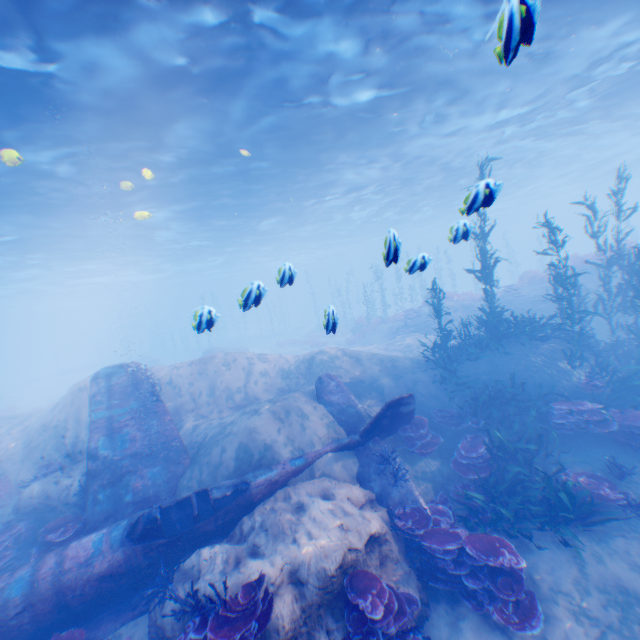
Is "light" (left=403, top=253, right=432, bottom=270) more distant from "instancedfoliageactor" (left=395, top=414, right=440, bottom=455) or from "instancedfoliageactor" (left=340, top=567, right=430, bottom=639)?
"instancedfoliageactor" (left=395, top=414, right=440, bottom=455)

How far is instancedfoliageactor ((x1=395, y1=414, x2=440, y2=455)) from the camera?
9.5 meters

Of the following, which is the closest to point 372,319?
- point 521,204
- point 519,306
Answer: point 519,306

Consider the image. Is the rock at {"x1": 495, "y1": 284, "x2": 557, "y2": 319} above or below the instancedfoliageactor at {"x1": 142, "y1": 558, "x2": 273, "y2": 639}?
above

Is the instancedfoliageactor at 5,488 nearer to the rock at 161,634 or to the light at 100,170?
the rock at 161,634

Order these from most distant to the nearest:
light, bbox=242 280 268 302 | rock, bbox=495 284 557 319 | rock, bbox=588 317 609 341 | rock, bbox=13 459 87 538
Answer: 1. rock, bbox=495 284 557 319
2. rock, bbox=588 317 609 341
3. rock, bbox=13 459 87 538
4. light, bbox=242 280 268 302

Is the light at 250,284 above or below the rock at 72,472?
above

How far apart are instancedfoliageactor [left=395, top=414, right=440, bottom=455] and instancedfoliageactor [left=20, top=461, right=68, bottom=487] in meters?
11.1
